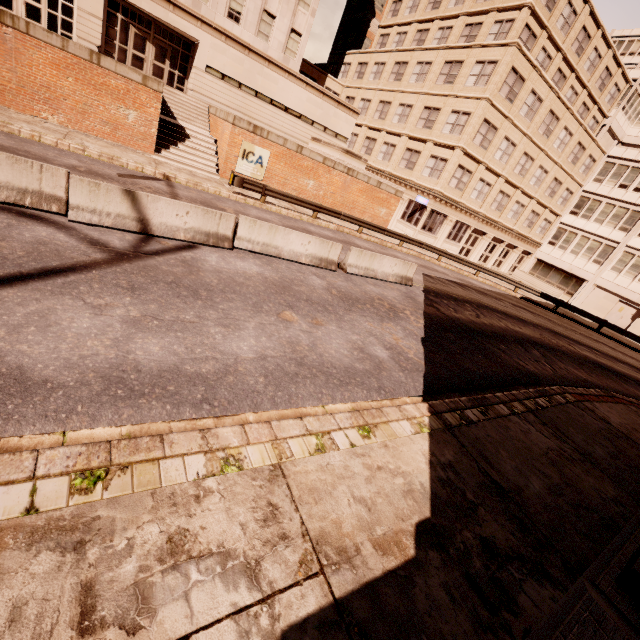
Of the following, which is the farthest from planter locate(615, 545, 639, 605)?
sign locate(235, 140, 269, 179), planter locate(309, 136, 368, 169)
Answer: planter locate(309, 136, 368, 169)

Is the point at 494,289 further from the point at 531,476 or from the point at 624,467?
the point at 531,476

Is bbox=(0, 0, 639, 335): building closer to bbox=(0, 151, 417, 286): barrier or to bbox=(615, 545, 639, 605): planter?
bbox=(0, 151, 417, 286): barrier

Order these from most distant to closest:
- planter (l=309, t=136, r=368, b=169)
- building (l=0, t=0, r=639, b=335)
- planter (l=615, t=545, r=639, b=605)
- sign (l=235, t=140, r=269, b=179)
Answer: building (l=0, t=0, r=639, b=335) < planter (l=309, t=136, r=368, b=169) < sign (l=235, t=140, r=269, b=179) < planter (l=615, t=545, r=639, b=605)

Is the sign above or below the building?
below

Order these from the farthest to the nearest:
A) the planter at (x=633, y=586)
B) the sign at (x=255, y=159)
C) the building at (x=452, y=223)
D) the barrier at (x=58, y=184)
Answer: the building at (x=452, y=223) < the sign at (x=255, y=159) < the barrier at (x=58, y=184) < the planter at (x=633, y=586)

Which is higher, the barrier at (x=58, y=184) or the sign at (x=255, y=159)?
the sign at (x=255, y=159)

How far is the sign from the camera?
18.6m
